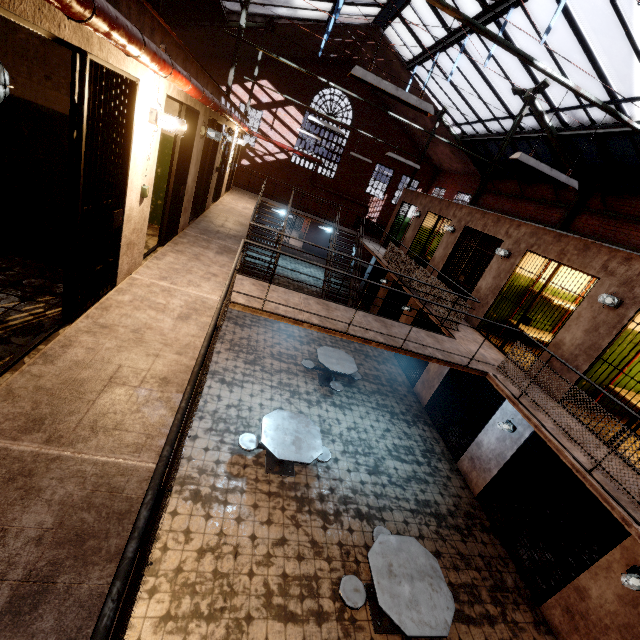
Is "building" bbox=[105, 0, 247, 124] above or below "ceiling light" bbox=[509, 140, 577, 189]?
below

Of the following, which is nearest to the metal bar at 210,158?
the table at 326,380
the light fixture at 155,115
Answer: the light fixture at 155,115

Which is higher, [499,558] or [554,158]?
[554,158]

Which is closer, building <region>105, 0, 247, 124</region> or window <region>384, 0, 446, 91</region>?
building <region>105, 0, 247, 124</region>

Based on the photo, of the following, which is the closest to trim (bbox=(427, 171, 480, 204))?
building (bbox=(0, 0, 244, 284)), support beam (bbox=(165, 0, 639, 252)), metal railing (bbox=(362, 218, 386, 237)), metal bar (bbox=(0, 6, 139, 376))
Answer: support beam (bbox=(165, 0, 639, 252))

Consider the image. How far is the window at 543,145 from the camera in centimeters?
1123cm

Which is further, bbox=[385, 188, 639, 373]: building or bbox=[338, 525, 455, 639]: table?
bbox=[385, 188, 639, 373]: building

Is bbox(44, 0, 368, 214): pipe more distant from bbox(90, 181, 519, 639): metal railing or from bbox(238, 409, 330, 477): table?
bbox(238, 409, 330, 477): table
